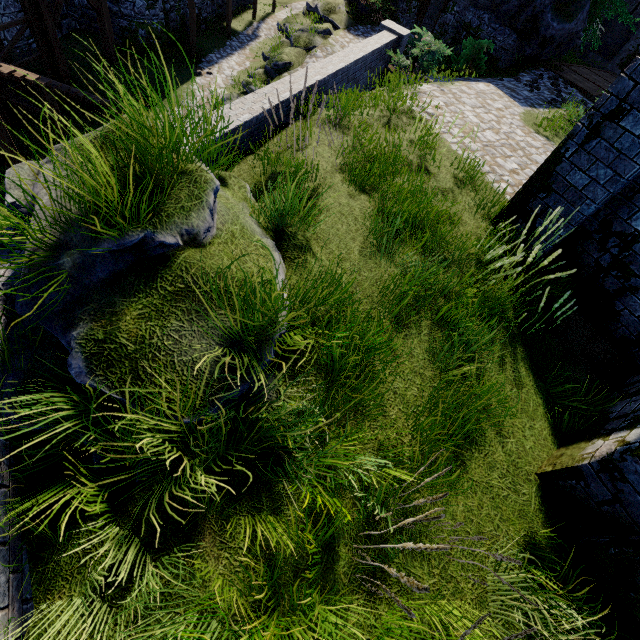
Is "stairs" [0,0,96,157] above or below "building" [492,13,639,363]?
below

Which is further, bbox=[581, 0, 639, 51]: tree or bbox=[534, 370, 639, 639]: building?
bbox=[581, 0, 639, 51]: tree

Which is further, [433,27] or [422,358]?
[433,27]

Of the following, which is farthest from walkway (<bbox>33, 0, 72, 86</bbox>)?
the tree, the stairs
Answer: the tree

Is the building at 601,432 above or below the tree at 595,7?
below

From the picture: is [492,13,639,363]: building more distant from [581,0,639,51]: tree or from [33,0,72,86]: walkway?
[33,0,72,86]: walkway

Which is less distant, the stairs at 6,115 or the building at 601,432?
the building at 601,432
